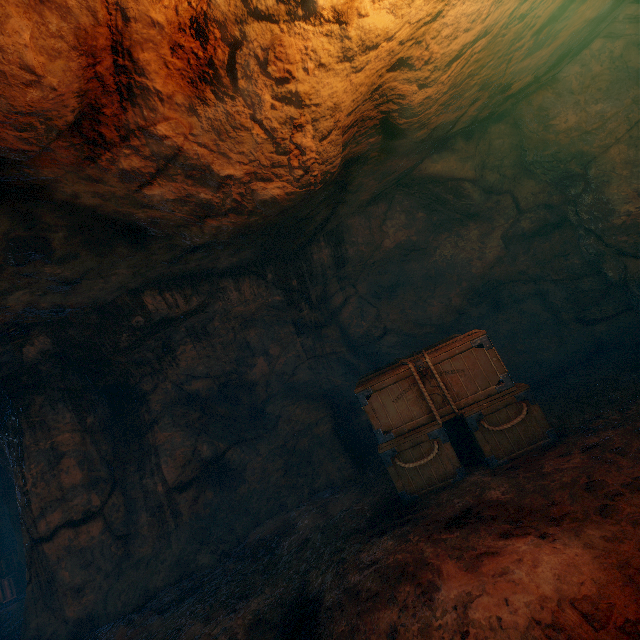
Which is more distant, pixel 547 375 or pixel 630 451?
pixel 547 375

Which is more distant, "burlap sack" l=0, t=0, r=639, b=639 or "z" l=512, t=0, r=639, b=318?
"z" l=512, t=0, r=639, b=318

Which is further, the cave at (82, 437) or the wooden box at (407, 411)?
the cave at (82, 437)

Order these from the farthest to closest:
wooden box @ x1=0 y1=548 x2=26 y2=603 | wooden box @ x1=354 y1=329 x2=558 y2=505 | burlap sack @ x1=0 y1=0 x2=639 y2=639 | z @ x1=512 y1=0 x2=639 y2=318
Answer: wooden box @ x1=0 y1=548 x2=26 y2=603
z @ x1=512 y1=0 x2=639 y2=318
wooden box @ x1=354 y1=329 x2=558 y2=505
burlap sack @ x1=0 y1=0 x2=639 y2=639

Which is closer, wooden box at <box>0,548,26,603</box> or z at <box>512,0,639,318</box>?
z at <box>512,0,639,318</box>

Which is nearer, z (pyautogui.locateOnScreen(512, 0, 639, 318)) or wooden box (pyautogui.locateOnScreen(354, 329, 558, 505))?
wooden box (pyautogui.locateOnScreen(354, 329, 558, 505))

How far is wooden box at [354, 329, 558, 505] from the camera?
4.3m

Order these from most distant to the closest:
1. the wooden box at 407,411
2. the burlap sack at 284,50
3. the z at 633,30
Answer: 1. the z at 633,30
2. the wooden box at 407,411
3. the burlap sack at 284,50
